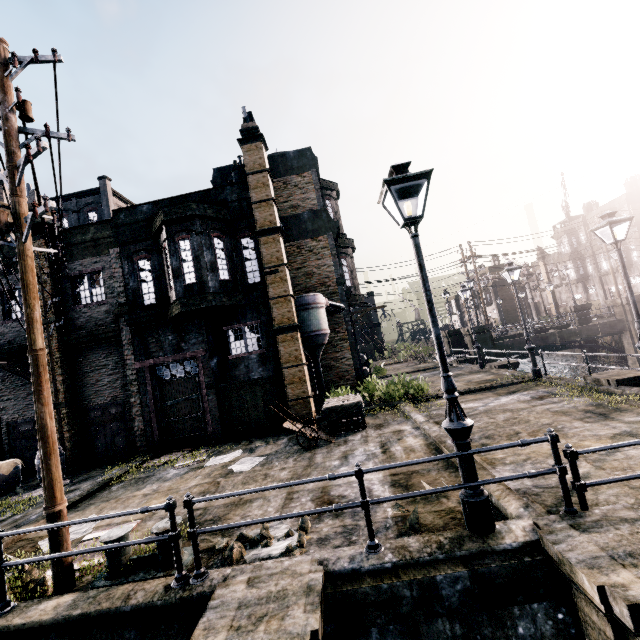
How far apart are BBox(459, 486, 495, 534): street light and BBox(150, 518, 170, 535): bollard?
4.8 meters

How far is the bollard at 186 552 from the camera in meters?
5.6

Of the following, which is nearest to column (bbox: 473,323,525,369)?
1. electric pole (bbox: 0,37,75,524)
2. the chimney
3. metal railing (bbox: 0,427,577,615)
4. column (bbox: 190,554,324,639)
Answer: the chimney

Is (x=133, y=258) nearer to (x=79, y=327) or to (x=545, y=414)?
(x=79, y=327)

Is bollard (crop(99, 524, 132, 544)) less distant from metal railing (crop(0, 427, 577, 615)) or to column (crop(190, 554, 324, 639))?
metal railing (crop(0, 427, 577, 615))

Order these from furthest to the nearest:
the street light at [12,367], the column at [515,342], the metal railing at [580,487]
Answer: the column at [515,342], the street light at [12,367], the metal railing at [580,487]

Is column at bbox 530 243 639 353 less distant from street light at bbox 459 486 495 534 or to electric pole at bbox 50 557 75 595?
street light at bbox 459 486 495 534
